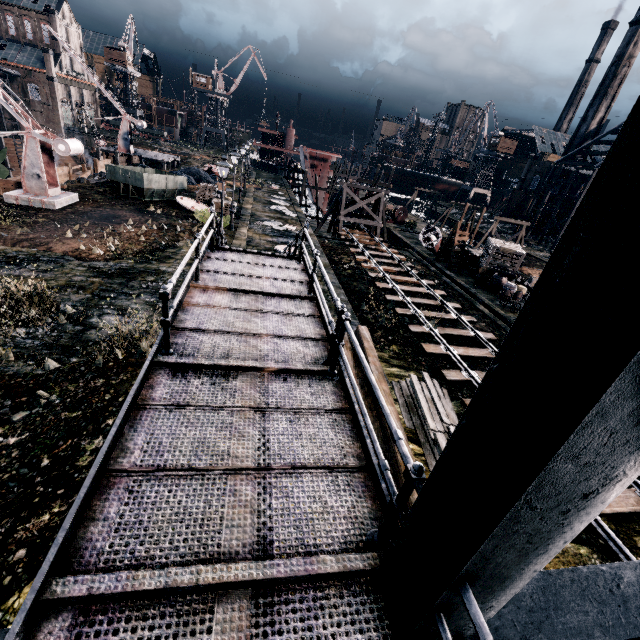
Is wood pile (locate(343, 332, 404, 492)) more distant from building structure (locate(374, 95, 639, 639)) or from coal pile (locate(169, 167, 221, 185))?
coal pile (locate(169, 167, 221, 185))

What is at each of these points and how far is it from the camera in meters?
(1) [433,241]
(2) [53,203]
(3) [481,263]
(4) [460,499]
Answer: (1) boat, 34.7
(2) metal box, 21.4
(3) wooden chest, 27.4
(4) building structure, 2.1

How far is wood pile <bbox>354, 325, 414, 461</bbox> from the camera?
7.9 meters

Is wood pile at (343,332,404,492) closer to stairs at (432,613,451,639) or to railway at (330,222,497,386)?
stairs at (432,613,451,639)

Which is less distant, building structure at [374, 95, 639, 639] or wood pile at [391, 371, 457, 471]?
building structure at [374, 95, 639, 639]

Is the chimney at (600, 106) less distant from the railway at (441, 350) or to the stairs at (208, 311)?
the railway at (441, 350)

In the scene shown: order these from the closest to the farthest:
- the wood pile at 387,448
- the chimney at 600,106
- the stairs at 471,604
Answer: the stairs at 471,604, the wood pile at 387,448, the chimney at 600,106

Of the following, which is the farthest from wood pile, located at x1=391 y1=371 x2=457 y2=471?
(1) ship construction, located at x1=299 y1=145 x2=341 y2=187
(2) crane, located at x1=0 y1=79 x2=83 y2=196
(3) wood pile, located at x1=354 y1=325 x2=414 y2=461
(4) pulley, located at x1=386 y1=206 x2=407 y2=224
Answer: (1) ship construction, located at x1=299 y1=145 x2=341 y2=187
